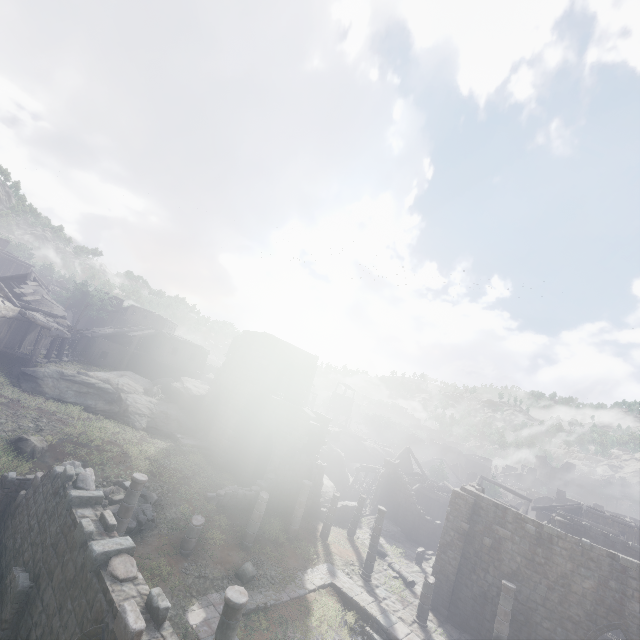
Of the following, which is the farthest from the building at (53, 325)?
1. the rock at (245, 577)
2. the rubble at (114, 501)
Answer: the rock at (245, 577)

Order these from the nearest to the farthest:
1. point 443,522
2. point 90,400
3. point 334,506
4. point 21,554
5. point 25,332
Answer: point 21,554 < point 334,506 < point 90,400 < point 25,332 < point 443,522

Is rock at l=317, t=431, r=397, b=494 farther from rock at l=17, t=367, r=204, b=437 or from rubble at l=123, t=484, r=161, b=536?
rubble at l=123, t=484, r=161, b=536

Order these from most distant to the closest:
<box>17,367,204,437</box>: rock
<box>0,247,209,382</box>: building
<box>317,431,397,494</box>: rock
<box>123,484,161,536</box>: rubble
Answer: <box>317,431,397,494</box>: rock → <box>0,247,209,382</box>: building → <box>17,367,204,437</box>: rock → <box>123,484,161,536</box>: rubble

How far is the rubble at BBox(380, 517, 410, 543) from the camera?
27.4m

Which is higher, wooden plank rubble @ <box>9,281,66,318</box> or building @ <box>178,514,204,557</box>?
wooden plank rubble @ <box>9,281,66,318</box>

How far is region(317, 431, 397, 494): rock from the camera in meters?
36.0 m
